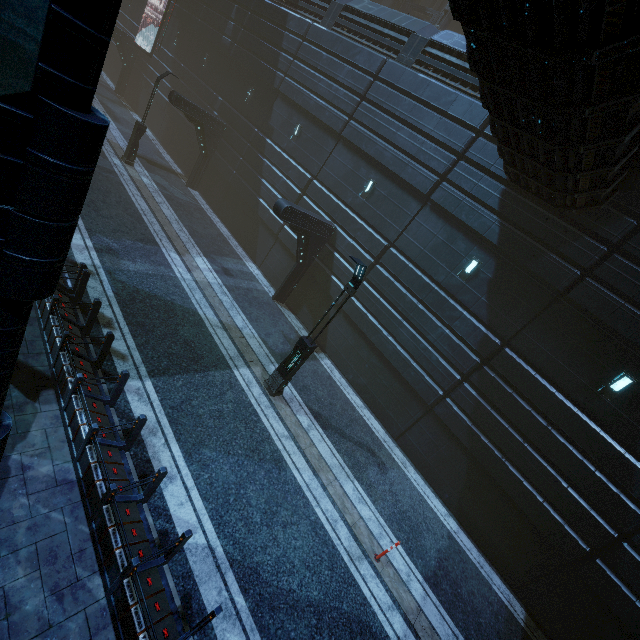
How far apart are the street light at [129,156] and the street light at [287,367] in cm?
1669

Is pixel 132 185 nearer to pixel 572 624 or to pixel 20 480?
pixel 20 480

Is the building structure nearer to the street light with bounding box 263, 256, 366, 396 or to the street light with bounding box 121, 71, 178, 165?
the street light with bounding box 121, 71, 178, 165

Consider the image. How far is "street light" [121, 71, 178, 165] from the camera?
17.5 meters

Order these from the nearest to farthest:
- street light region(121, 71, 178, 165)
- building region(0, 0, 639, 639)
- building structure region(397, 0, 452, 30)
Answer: building region(0, 0, 639, 639)
street light region(121, 71, 178, 165)
building structure region(397, 0, 452, 30)

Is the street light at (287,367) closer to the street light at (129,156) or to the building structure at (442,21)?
the street light at (129,156)

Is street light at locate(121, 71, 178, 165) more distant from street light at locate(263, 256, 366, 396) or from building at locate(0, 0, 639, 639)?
street light at locate(263, 256, 366, 396)

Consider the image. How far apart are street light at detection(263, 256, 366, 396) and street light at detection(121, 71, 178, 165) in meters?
16.7 m
